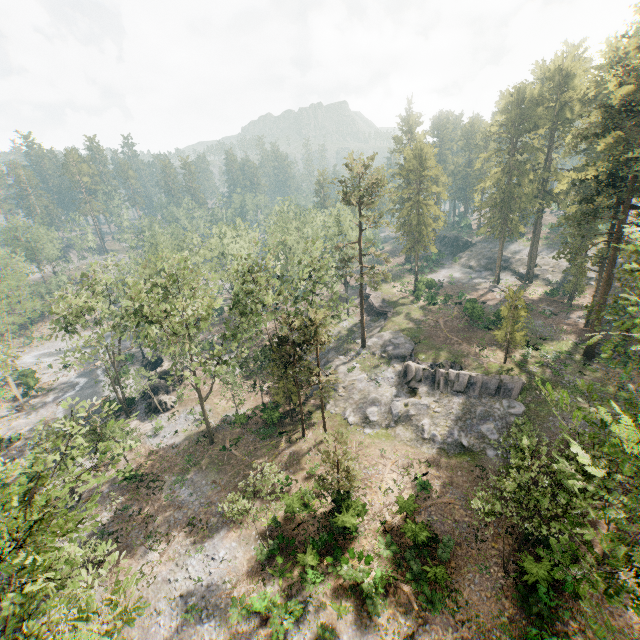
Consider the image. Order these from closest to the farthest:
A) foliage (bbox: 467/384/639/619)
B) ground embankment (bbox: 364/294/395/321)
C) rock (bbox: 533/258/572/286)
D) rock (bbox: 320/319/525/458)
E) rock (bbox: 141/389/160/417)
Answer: foliage (bbox: 467/384/639/619), rock (bbox: 320/319/525/458), rock (bbox: 141/389/160/417), ground embankment (bbox: 364/294/395/321), rock (bbox: 533/258/572/286)

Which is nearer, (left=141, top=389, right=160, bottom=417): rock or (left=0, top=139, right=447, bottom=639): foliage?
(left=0, top=139, right=447, bottom=639): foliage

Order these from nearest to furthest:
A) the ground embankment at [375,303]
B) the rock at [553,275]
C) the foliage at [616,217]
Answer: the foliage at [616,217] → the ground embankment at [375,303] → the rock at [553,275]

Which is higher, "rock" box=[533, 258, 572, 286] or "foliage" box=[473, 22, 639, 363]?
"foliage" box=[473, 22, 639, 363]

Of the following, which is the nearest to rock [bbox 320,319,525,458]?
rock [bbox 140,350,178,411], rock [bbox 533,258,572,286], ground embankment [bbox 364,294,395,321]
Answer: ground embankment [bbox 364,294,395,321]

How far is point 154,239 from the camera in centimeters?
4594cm

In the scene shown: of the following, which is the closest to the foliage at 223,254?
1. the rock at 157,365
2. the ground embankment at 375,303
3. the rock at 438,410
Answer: the rock at 438,410

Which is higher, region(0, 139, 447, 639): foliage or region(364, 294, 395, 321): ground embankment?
region(0, 139, 447, 639): foliage
